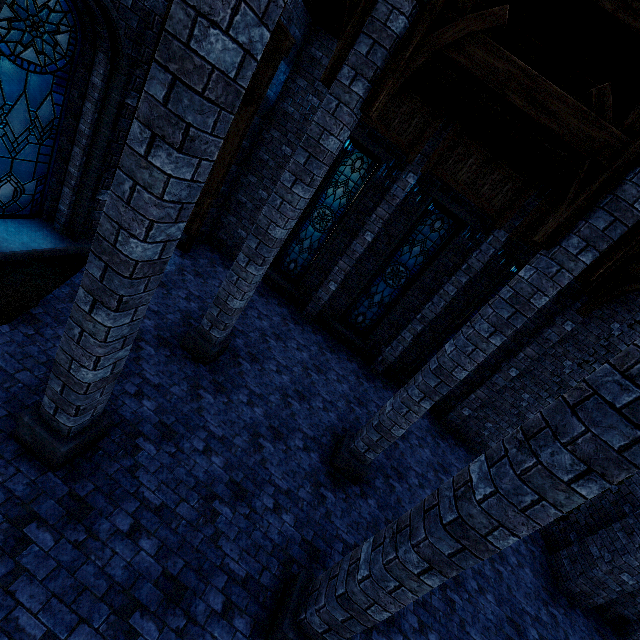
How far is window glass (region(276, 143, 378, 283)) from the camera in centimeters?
969cm

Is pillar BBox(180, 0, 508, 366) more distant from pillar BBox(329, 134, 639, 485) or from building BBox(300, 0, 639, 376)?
pillar BBox(329, 134, 639, 485)

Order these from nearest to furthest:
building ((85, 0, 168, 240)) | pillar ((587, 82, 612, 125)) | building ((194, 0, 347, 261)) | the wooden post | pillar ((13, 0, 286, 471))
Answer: pillar ((13, 0, 286, 471)) < pillar ((587, 82, 612, 125)) < building ((85, 0, 168, 240)) < building ((194, 0, 347, 261)) < the wooden post

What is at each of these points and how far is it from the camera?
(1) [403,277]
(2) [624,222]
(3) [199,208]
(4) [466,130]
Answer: (1) window glass, 10.3m
(2) pillar, 4.2m
(3) wooden post, 9.3m
(4) building, 8.3m

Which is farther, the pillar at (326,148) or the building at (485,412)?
the building at (485,412)

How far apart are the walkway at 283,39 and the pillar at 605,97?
5.72m

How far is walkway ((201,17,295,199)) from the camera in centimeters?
745cm

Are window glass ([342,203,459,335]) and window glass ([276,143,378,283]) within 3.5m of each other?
yes
